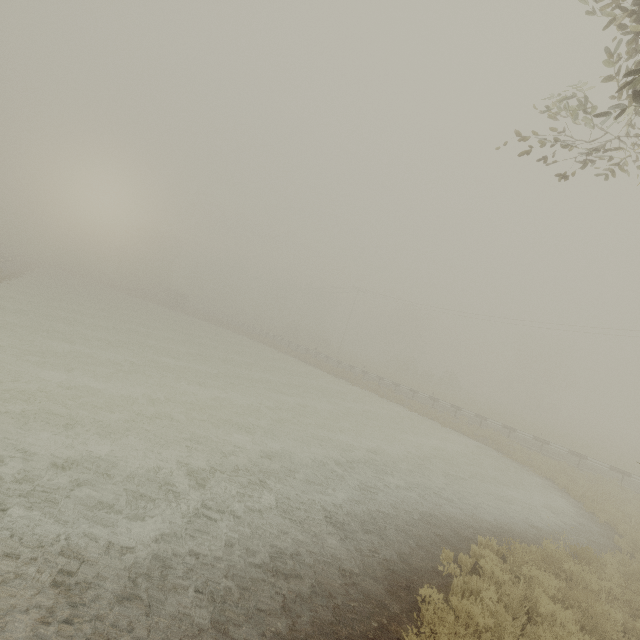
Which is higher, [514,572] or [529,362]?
[529,362]
